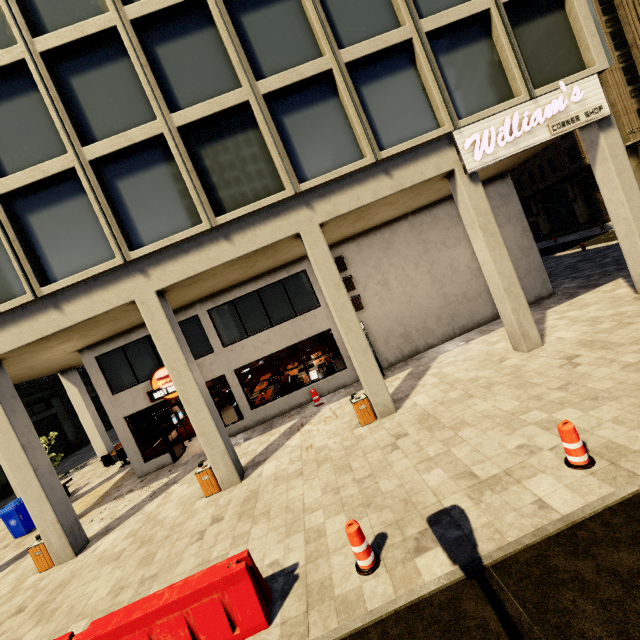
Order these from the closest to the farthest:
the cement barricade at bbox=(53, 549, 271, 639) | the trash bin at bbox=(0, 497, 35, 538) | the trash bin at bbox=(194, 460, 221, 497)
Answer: the cement barricade at bbox=(53, 549, 271, 639) → the trash bin at bbox=(194, 460, 221, 497) → the trash bin at bbox=(0, 497, 35, 538)

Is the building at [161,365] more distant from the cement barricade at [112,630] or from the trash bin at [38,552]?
the cement barricade at [112,630]

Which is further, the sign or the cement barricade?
the sign

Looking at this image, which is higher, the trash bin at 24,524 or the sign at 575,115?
the sign at 575,115

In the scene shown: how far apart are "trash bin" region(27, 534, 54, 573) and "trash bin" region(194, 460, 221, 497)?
4.5 meters

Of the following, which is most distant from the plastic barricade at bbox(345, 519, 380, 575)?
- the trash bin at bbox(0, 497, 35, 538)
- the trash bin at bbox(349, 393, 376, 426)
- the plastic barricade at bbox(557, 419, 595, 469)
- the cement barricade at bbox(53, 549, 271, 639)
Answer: the trash bin at bbox(0, 497, 35, 538)

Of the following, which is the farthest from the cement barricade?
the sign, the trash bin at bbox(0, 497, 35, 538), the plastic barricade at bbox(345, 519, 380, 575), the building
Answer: the sign

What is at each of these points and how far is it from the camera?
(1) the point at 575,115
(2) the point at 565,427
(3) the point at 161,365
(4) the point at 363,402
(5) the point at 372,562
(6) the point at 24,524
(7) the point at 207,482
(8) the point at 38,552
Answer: (1) sign, 9.49m
(2) plastic barricade, 5.02m
(3) building, 13.66m
(4) trash bin, 9.55m
(5) plastic barricade, 4.78m
(6) trash bin, 12.59m
(7) trash bin, 9.30m
(8) trash bin, 8.99m
